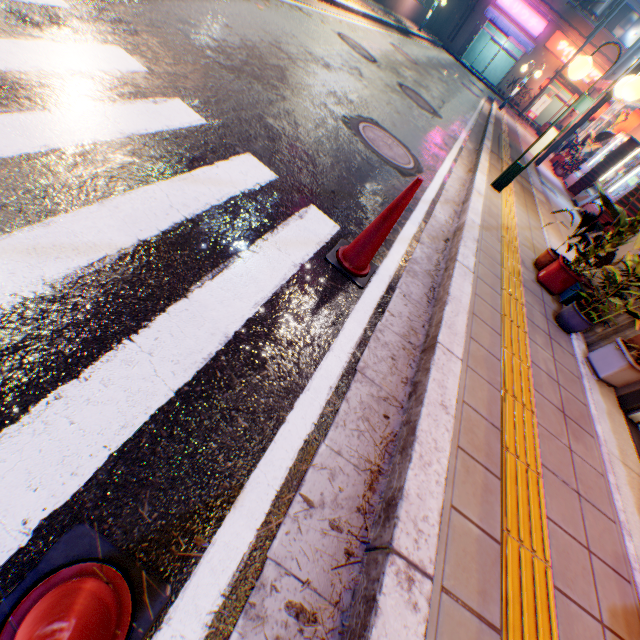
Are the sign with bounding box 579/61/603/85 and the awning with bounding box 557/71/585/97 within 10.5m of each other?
yes

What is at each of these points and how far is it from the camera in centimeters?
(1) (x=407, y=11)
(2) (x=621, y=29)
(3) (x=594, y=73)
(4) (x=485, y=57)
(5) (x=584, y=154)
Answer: (1) concrete block, 2147cm
(2) window glass, 2494cm
(3) sign, 2645cm
(4) building, 3088cm
(5) plants, 1191cm

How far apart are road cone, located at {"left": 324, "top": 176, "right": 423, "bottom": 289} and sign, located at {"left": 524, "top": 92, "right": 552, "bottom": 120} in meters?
23.3 m

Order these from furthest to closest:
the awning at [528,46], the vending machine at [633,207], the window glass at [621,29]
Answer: the awning at [528,46] < the window glass at [621,29] < the vending machine at [633,207]

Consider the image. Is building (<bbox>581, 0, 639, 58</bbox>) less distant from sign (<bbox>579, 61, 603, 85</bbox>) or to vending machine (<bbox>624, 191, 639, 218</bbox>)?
sign (<bbox>579, 61, 603, 85</bbox>)

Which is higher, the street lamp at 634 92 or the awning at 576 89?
the awning at 576 89

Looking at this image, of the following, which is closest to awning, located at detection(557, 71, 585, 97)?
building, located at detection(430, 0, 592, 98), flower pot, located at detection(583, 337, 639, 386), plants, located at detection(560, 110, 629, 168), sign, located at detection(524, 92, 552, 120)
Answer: building, located at detection(430, 0, 592, 98)

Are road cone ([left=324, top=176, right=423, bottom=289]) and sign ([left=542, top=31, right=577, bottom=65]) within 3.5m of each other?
no
